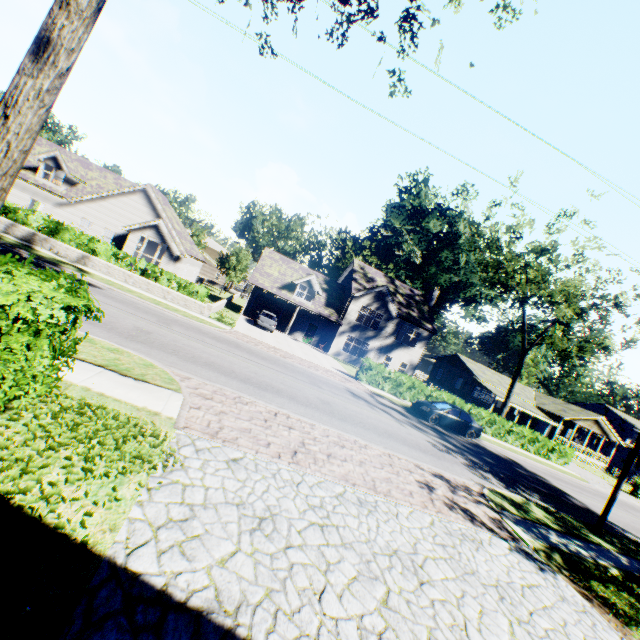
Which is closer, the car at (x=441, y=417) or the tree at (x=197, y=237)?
the car at (x=441, y=417)

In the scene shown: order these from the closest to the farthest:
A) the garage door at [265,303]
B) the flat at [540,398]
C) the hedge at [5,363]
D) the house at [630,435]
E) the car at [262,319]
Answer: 1. the hedge at [5,363]
2. the car at [262,319]
3. the garage door at [265,303]
4. the flat at [540,398]
5. the house at [630,435]

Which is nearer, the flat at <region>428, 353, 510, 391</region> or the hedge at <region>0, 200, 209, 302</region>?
the hedge at <region>0, 200, 209, 302</region>

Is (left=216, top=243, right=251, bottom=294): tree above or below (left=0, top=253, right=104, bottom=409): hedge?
above

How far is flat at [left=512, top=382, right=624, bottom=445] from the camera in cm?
4159

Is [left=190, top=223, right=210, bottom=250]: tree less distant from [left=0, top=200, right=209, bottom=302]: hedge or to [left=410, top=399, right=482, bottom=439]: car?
[left=410, top=399, right=482, bottom=439]: car

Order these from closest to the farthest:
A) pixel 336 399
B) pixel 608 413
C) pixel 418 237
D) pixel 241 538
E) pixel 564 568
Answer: pixel 241 538, pixel 564 568, pixel 336 399, pixel 608 413, pixel 418 237

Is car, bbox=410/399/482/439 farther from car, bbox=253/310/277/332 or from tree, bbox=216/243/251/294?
car, bbox=253/310/277/332
